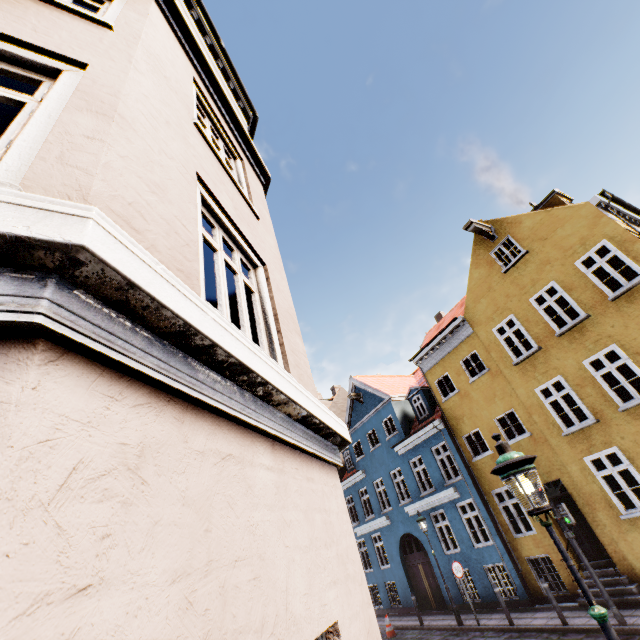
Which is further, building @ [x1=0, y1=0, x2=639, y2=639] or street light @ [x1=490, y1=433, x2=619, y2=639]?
street light @ [x1=490, y1=433, x2=619, y2=639]

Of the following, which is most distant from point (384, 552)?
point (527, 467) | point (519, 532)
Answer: point (527, 467)

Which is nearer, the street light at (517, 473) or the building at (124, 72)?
the building at (124, 72)
